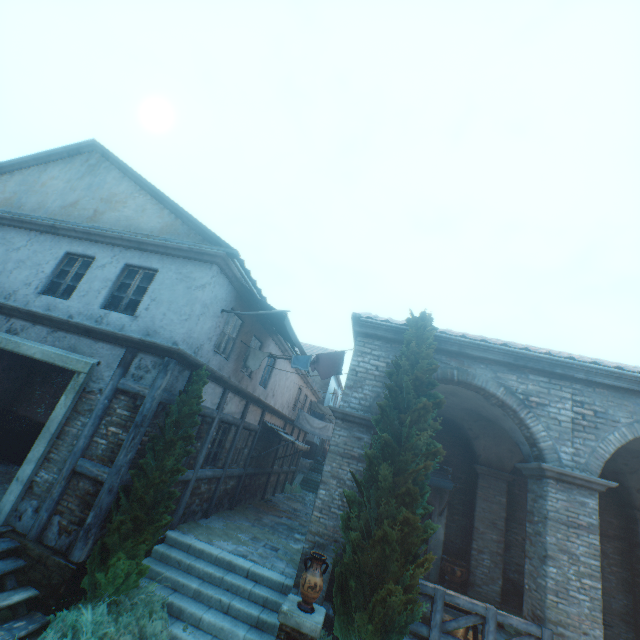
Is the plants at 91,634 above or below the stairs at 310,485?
below

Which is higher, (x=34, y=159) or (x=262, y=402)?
(x=34, y=159)

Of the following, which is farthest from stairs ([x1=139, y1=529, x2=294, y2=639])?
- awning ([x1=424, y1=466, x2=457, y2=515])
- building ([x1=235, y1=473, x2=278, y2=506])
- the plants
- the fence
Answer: awning ([x1=424, y1=466, x2=457, y2=515])

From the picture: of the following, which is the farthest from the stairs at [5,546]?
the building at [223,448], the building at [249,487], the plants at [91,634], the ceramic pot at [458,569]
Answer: the ceramic pot at [458,569]

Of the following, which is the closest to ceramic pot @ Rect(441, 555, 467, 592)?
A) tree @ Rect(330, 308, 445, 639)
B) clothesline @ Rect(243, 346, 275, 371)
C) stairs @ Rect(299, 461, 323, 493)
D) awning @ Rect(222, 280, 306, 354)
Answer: tree @ Rect(330, 308, 445, 639)

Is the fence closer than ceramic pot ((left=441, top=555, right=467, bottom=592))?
Yes

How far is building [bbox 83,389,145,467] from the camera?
6.32m

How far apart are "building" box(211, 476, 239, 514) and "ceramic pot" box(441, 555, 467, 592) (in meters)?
7.61
